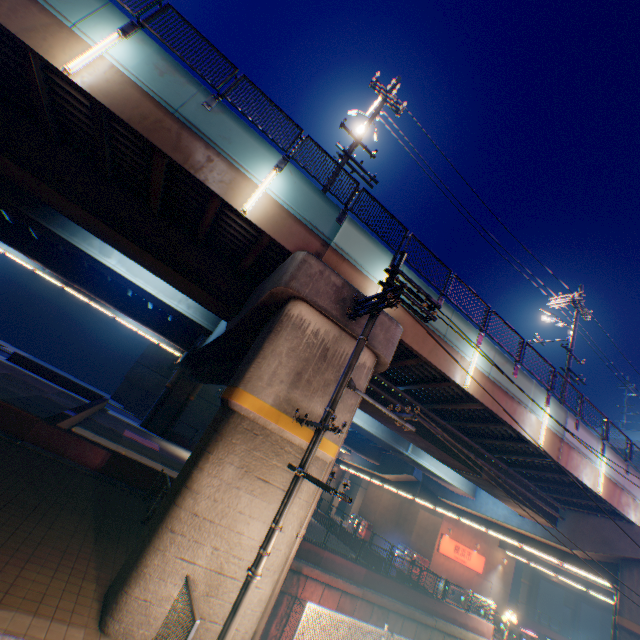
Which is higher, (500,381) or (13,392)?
(500,381)

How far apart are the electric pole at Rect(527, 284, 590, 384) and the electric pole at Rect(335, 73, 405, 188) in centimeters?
1392cm

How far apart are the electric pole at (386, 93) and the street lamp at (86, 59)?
7.83m

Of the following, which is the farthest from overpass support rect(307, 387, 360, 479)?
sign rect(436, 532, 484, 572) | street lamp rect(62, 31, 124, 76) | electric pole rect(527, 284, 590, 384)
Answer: electric pole rect(527, 284, 590, 384)

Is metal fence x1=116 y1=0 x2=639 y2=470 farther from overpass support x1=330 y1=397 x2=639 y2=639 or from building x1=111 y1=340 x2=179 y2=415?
building x1=111 y1=340 x2=179 y2=415

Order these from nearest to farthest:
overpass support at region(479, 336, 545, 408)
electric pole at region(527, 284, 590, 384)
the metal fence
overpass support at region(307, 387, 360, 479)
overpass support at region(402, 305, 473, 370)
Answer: overpass support at region(307, 387, 360, 479) < the metal fence < overpass support at region(402, 305, 473, 370) < overpass support at region(479, 336, 545, 408) < electric pole at region(527, 284, 590, 384)

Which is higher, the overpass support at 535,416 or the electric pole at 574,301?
the electric pole at 574,301

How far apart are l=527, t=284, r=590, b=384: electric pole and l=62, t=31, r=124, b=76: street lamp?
22.49m
